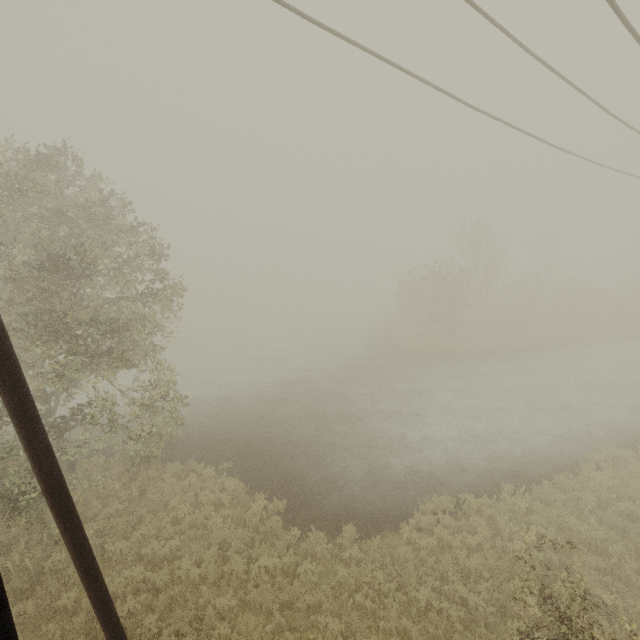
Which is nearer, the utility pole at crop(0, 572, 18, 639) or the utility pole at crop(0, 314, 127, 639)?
the utility pole at crop(0, 572, 18, 639)

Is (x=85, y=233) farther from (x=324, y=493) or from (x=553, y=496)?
(x=553, y=496)

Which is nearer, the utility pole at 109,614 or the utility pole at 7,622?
the utility pole at 7,622
